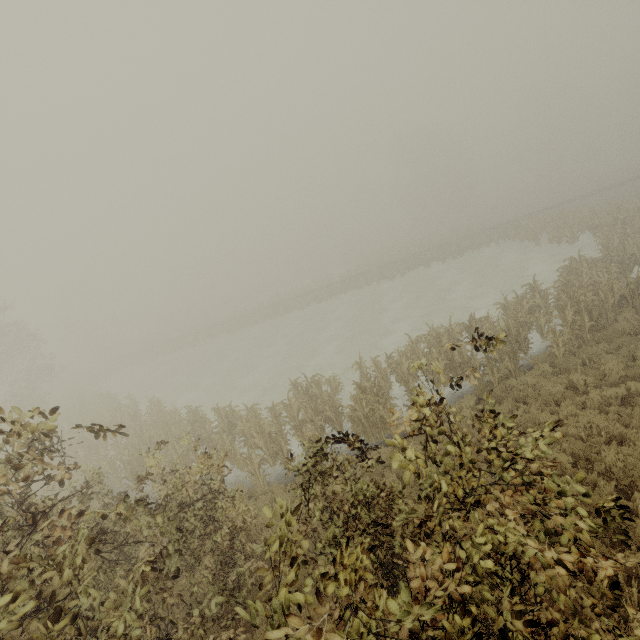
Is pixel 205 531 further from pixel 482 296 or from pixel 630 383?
pixel 482 296
